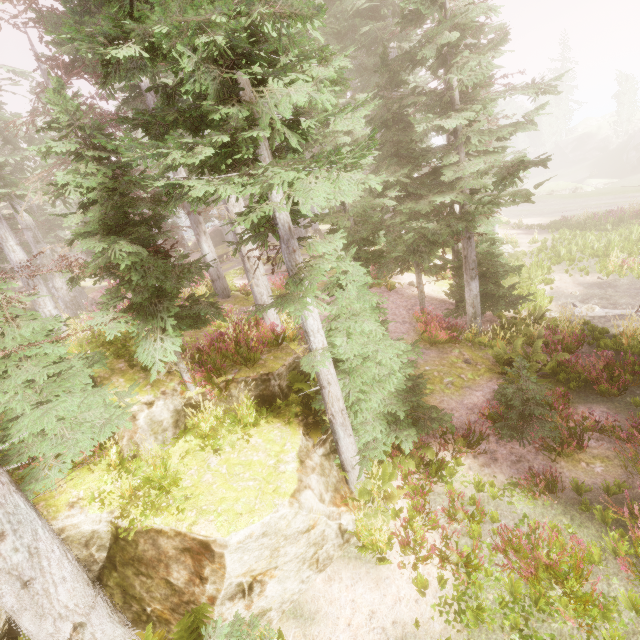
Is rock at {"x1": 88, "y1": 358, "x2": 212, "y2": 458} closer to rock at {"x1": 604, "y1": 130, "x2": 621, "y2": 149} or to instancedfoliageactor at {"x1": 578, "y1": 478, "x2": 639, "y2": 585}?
instancedfoliageactor at {"x1": 578, "y1": 478, "x2": 639, "y2": 585}

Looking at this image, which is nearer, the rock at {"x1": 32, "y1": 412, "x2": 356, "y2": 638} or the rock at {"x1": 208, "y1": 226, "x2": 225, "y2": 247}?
the rock at {"x1": 32, "y1": 412, "x2": 356, "y2": 638}

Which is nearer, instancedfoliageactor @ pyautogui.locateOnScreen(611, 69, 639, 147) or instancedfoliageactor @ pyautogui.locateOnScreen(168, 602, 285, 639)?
instancedfoliageactor @ pyautogui.locateOnScreen(168, 602, 285, 639)

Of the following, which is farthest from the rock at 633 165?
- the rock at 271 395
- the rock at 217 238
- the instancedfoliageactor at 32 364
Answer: the rock at 271 395

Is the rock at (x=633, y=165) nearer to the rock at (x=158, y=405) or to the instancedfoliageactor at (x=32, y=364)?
the instancedfoliageactor at (x=32, y=364)

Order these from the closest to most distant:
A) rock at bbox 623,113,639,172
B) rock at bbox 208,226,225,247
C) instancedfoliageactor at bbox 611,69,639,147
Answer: rock at bbox 208,226,225,247 → rock at bbox 623,113,639,172 → instancedfoliageactor at bbox 611,69,639,147

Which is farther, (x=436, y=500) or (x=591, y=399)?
(x=591, y=399)
